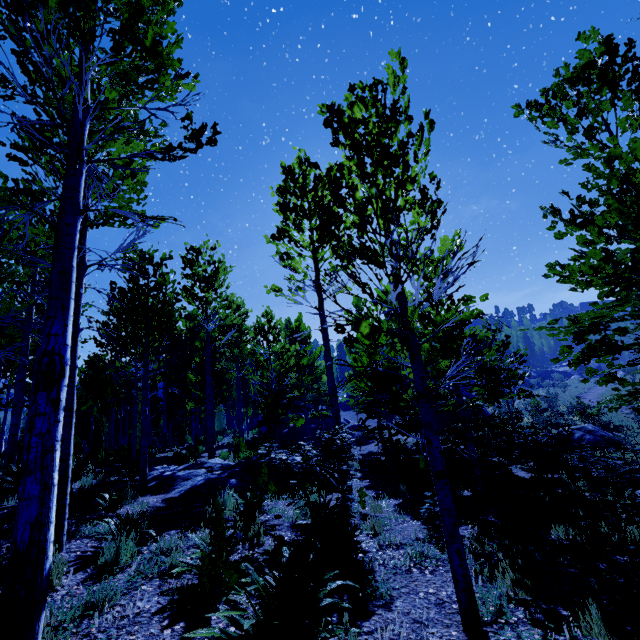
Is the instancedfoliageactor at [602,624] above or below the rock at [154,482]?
below

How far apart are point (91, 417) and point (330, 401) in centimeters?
2948cm

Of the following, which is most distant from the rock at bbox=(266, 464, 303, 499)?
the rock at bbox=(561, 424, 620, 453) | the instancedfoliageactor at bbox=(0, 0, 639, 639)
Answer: the rock at bbox=(561, 424, 620, 453)

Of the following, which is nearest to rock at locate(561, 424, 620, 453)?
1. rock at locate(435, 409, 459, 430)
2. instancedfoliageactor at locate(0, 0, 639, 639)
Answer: instancedfoliageactor at locate(0, 0, 639, 639)

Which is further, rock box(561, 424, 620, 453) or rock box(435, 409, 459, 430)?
rock box(435, 409, 459, 430)

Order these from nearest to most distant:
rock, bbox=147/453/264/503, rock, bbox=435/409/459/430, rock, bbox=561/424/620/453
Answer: rock, bbox=147/453/264/503 → rock, bbox=561/424/620/453 → rock, bbox=435/409/459/430

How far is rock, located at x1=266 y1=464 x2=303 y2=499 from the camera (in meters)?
8.21

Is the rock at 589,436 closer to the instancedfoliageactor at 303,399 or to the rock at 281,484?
the instancedfoliageactor at 303,399
